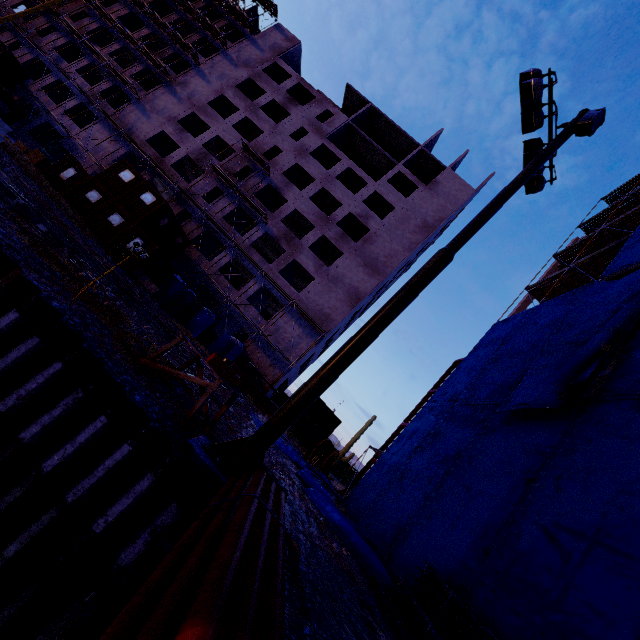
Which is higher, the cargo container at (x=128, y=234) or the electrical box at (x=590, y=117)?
the electrical box at (x=590, y=117)

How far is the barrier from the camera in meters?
21.1 m

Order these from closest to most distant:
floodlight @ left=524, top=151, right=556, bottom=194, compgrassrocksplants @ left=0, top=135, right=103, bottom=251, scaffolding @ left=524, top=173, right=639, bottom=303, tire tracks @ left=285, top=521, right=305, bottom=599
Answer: tire tracks @ left=285, top=521, right=305, bottom=599 → floodlight @ left=524, top=151, right=556, bottom=194 → compgrassrocksplants @ left=0, top=135, right=103, bottom=251 → scaffolding @ left=524, top=173, right=639, bottom=303

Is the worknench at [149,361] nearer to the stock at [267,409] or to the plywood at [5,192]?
the plywood at [5,192]

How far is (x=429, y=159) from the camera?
37.0 meters

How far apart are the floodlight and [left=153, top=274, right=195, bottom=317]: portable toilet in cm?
2245

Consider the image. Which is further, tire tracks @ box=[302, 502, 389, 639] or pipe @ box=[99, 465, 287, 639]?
tire tracks @ box=[302, 502, 389, 639]

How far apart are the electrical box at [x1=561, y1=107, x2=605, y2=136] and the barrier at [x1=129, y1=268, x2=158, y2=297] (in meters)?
22.01
